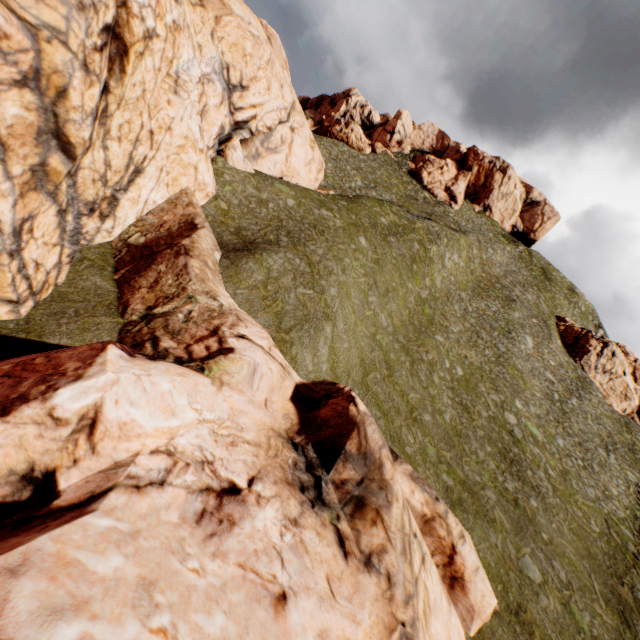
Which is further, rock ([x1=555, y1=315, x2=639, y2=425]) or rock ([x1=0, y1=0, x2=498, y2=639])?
rock ([x1=555, y1=315, x2=639, y2=425])

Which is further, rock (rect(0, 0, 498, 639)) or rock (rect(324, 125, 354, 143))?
rock (rect(324, 125, 354, 143))

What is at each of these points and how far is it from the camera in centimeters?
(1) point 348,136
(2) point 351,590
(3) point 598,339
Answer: (1) rock, 5959cm
(2) rock, 870cm
(3) rock, 5100cm

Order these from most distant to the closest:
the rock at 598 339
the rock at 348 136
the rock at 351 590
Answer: the rock at 348 136 → the rock at 598 339 → the rock at 351 590

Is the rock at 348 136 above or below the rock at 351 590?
above

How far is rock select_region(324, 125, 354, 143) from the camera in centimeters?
5938cm

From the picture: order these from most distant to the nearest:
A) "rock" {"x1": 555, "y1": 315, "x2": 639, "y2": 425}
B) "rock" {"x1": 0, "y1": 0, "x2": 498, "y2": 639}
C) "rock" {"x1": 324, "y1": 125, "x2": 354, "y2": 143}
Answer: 1. "rock" {"x1": 324, "y1": 125, "x2": 354, "y2": 143}
2. "rock" {"x1": 555, "y1": 315, "x2": 639, "y2": 425}
3. "rock" {"x1": 0, "y1": 0, "x2": 498, "y2": 639}
